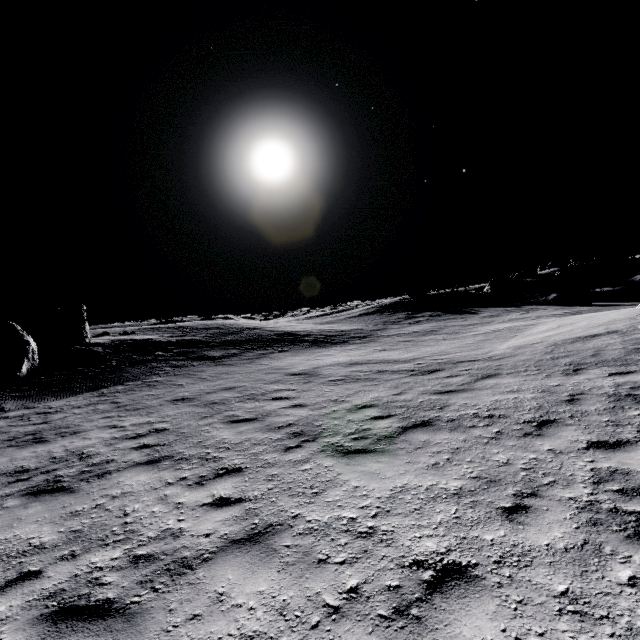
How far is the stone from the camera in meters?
41.3 m

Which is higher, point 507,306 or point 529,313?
point 507,306

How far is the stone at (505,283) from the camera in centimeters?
4131cm
